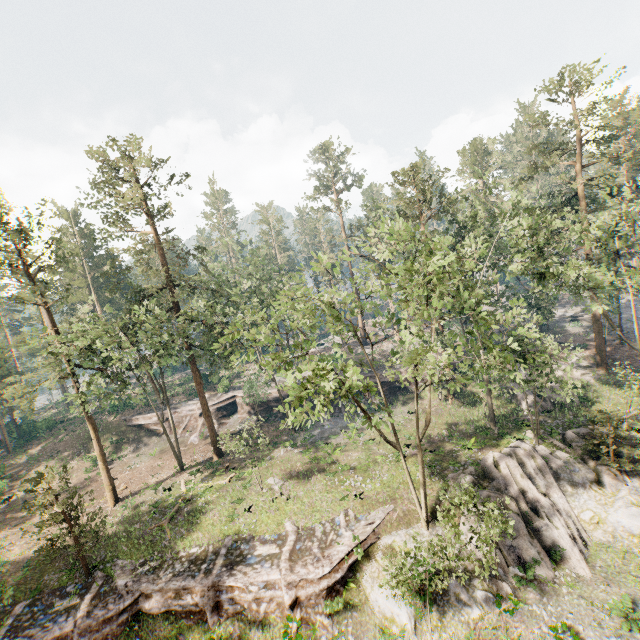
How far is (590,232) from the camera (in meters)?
24.86

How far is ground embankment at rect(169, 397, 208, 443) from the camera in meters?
41.4

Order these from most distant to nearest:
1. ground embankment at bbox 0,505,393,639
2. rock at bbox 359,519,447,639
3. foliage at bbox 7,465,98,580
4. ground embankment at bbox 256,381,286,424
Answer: ground embankment at bbox 256,381,286,424 < foliage at bbox 7,465,98,580 < ground embankment at bbox 0,505,393,639 < rock at bbox 359,519,447,639

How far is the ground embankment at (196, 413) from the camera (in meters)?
41.44

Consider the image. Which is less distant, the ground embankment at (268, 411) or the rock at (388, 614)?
the rock at (388, 614)

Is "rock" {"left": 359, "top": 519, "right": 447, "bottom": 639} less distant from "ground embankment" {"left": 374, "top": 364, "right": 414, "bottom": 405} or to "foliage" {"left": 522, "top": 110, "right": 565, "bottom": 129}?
"foliage" {"left": 522, "top": 110, "right": 565, "bottom": 129}

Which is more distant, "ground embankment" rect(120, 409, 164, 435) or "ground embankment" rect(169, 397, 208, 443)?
A: "ground embankment" rect(120, 409, 164, 435)
